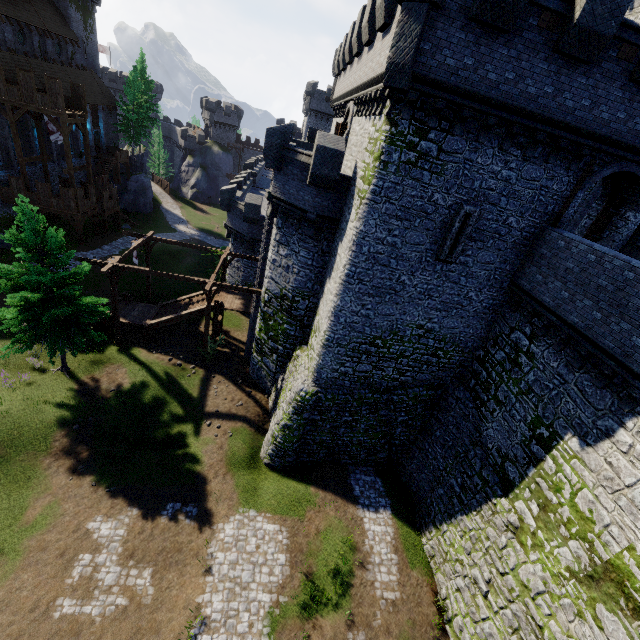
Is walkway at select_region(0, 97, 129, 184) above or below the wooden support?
above

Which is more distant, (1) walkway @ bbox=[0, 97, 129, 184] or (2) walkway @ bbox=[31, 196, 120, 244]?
(2) walkway @ bbox=[31, 196, 120, 244]

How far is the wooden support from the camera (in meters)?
19.78

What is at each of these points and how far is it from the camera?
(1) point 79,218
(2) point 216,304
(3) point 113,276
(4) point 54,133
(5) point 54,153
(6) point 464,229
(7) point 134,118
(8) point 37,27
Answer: (1) walkway, 29.9m
(2) stairs, 23.7m
(3) wooden support, 20.7m
(4) flag, 28.5m
(5) building, 34.7m
(6) window slit, 13.3m
(7) tree, 44.2m
(8) building, 33.3m

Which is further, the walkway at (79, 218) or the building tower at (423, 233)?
the walkway at (79, 218)

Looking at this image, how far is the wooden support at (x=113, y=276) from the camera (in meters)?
19.78

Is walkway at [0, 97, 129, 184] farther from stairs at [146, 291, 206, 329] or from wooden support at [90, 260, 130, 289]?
stairs at [146, 291, 206, 329]

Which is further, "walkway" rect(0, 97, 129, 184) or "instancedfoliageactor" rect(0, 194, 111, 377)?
"walkway" rect(0, 97, 129, 184)
